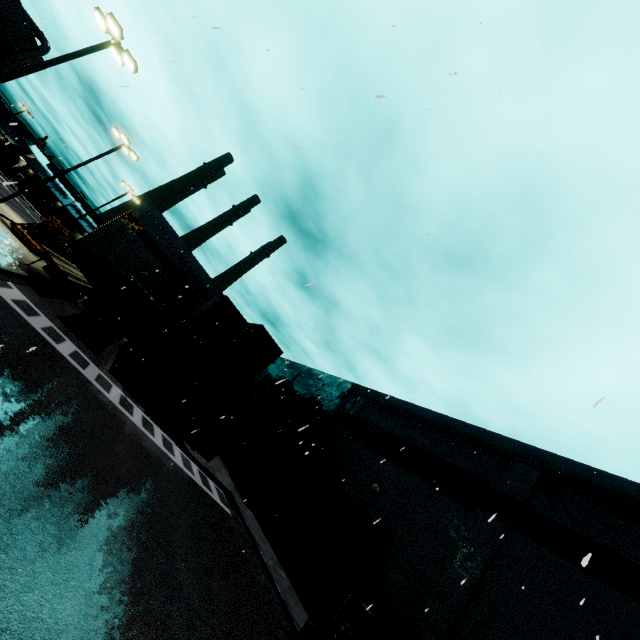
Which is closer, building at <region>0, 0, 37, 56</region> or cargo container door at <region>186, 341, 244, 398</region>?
cargo container door at <region>186, 341, 244, 398</region>

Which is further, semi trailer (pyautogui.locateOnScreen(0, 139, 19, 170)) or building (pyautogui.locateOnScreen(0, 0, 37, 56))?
semi trailer (pyautogui.locateOnScreen(0, 139, 19, 170))

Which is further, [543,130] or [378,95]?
[543,130]

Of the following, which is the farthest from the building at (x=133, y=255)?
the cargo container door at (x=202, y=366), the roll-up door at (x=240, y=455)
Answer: the cargo container door at (x=202, y=366)

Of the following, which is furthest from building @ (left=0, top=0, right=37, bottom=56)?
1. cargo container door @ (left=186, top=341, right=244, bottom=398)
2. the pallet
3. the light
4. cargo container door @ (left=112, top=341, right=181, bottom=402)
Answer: the light

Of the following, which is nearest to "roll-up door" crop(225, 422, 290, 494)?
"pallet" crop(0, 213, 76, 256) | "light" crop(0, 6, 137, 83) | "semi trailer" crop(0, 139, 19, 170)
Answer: "semi trailer" crop(0, 139, 19, 170)

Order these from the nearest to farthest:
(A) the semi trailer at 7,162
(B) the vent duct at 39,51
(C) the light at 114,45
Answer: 1. (C) the light at 114,45
2. (B) the vent duct at 39,51
3. (A) the semi trailer at 7,162

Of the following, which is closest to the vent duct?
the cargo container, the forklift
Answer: the cargo container
